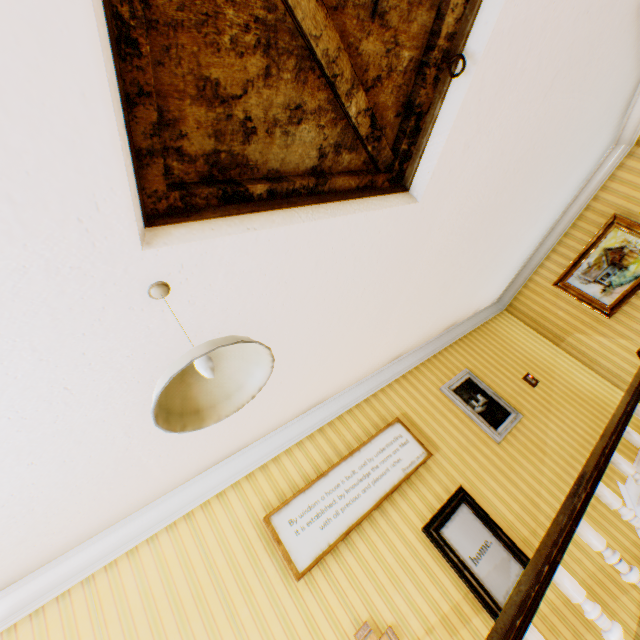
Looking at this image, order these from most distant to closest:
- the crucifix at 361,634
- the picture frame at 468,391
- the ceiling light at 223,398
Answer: the picture frame at 468,391 → the crucifix at 361,634 → the ceiling light at 223,398

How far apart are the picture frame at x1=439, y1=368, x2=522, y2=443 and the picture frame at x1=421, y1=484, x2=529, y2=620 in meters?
1.0

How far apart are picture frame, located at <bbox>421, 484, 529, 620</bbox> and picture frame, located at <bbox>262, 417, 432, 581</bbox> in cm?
38

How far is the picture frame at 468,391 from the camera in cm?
441

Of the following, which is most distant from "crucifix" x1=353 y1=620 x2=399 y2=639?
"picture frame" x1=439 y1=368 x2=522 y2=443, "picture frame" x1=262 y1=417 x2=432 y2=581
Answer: "picture frame" x1=439 y1=368 x2=522 y2=443

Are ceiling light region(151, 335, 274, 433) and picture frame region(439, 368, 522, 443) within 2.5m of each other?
no

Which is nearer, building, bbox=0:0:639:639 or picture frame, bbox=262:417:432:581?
building, bbox=0:0:639:639

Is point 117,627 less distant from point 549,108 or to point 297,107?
point 297,107
